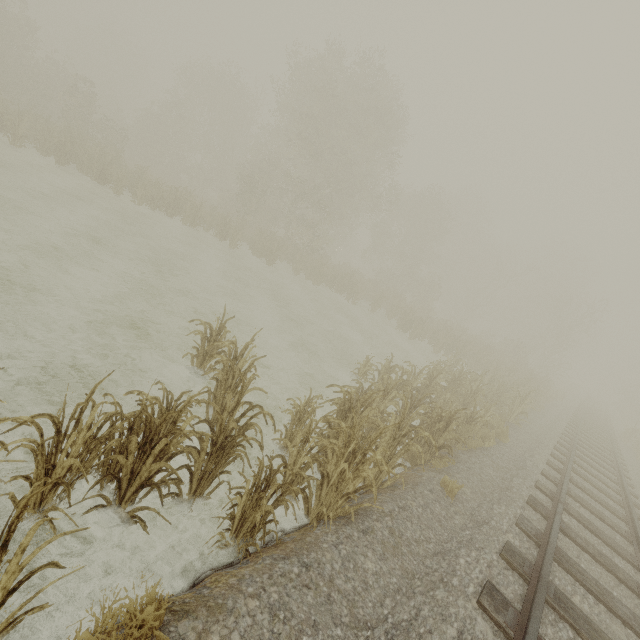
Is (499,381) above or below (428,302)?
below
